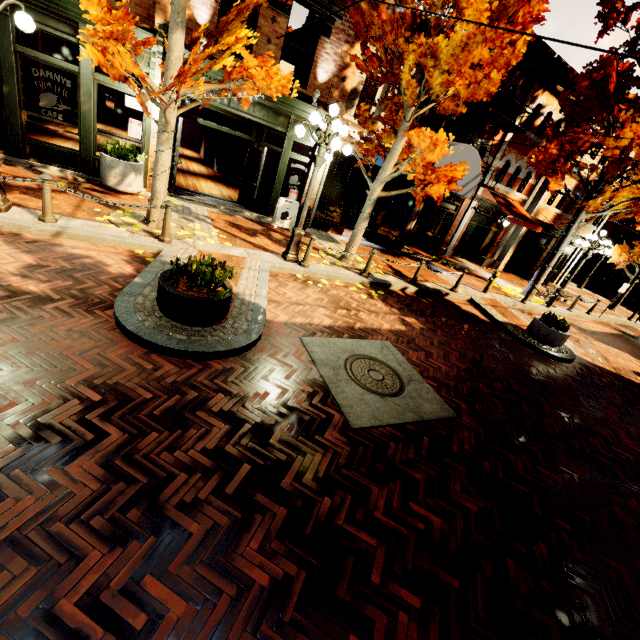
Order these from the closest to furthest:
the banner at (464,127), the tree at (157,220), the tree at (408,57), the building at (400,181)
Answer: the tree at (408,57)
the tree at (157,220)
the banner at (464,127)
the building at (400,181)

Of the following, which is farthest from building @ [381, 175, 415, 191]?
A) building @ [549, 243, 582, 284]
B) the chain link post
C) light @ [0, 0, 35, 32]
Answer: building @ [549, 243, 582, 284]

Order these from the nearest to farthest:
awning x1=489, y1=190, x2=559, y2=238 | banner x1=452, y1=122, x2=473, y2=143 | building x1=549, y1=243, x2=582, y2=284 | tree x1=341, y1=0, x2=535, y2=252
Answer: tree x1=341, y1=0, x2=535, y2=252 → banner x1=452, y1=122, x2=473, y2=143 → awning x1=489, y1=190, x2=559, y2=238 → building x1=549, y1=243, x2=582, y2=284

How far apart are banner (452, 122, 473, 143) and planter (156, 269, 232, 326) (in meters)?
11.50

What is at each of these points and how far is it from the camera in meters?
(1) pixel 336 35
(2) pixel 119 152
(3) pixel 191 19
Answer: (1) building, 9.6 m
(2) bush, 8.4 m
(3) building, 8.3 m

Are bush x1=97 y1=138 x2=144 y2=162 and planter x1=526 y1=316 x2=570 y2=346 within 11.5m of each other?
no

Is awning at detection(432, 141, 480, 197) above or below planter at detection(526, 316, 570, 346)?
above

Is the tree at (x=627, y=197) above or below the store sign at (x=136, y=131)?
above
